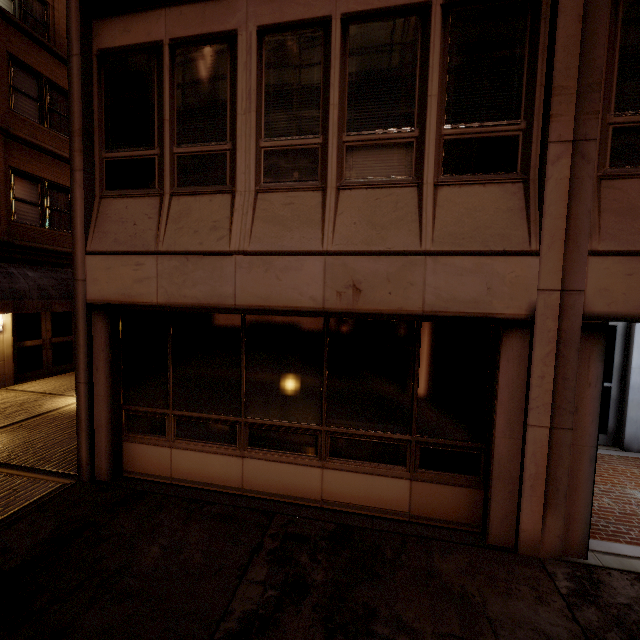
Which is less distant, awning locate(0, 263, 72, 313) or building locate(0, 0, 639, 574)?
building locate(0, 0, 639, 574)

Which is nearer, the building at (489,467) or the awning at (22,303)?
the building at (489,467)

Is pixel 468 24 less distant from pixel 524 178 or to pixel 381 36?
pixel 381 36
